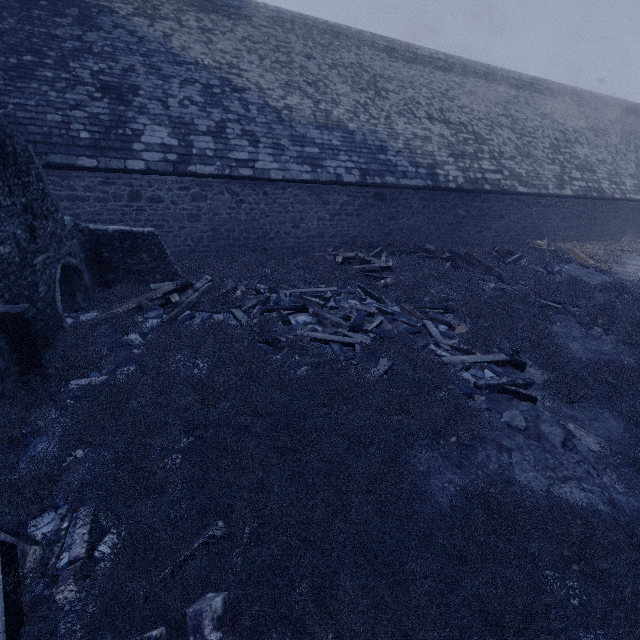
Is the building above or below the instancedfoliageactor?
above

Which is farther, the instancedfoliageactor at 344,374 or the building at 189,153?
the building at 189,153

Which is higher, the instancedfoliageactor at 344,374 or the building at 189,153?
the building at 189,153

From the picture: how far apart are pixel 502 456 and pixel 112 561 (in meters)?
4.63

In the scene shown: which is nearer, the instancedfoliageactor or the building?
the instancedfoliageactor
